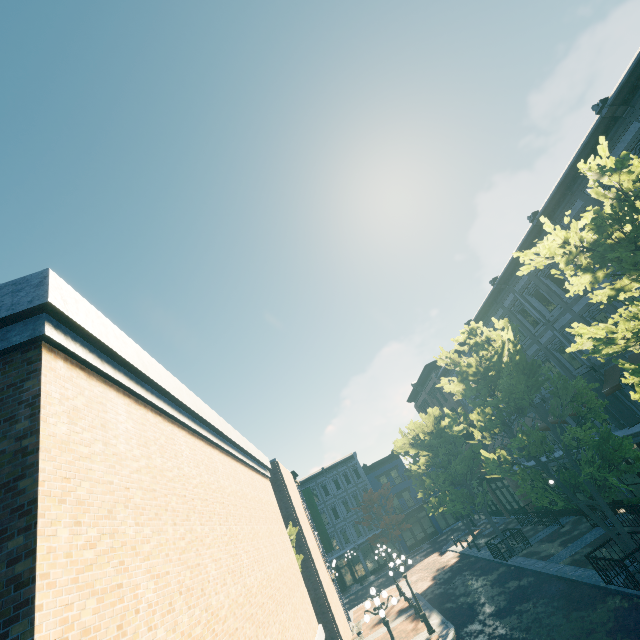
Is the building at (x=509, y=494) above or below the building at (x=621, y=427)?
below

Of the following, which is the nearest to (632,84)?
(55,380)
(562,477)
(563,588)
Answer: (562,477)

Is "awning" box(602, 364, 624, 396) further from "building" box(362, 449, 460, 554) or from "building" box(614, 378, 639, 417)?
"building" box(362, 449, 460, 554)

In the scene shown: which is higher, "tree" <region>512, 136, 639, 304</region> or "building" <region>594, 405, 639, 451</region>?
"tree" <region>512, 136, 639, 304</region>

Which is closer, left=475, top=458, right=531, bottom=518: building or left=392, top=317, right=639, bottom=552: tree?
left=392, top=317, right=639, bottom=552: tree

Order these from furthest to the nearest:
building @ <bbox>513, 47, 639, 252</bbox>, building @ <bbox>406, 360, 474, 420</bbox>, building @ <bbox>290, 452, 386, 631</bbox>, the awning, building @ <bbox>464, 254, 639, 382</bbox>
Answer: building @ <bbox>290, 452, 386, 631</bbox>, building @ <bbox>406, 360, 474, 420</bbox>, building @ <bbox>464, 254, 639, 382</bbox>, the awning, building @ <bbox>513, 47, 639, 252</bbox>

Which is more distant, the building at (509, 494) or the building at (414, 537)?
the building at (414, 537)

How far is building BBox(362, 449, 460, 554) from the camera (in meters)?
41.12
